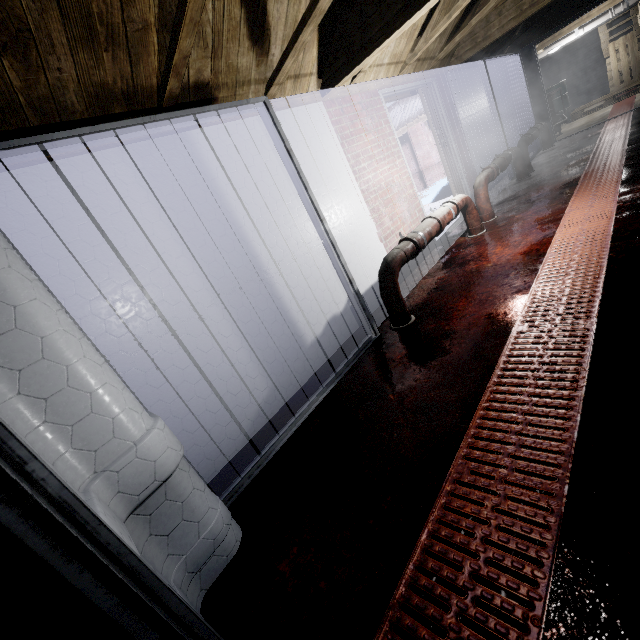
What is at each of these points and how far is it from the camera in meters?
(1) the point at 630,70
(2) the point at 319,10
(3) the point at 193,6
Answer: (1) pallet, 9.0
(2) beam, 2.0
(3) beam, 1.4

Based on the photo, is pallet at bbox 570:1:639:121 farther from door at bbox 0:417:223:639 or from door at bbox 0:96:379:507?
door at bbox 0:417:223:639

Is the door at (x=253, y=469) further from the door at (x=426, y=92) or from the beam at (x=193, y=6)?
the door at (x=426, y=92)

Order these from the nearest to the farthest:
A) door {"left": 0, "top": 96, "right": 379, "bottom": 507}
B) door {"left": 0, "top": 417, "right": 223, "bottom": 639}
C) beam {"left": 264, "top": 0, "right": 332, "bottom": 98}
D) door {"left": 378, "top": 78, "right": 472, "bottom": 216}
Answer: door {"left": 0, "top": 417, "right": 223, "bottom": 639}
door {"left": 0, "top": 96, "right": 379, "bottom": 507}
beam {"left": 264, "top": 0, "right": 332, "bottom": 98}
door {"left": 378, "top": 78, "right": 472, "bottom": 216}

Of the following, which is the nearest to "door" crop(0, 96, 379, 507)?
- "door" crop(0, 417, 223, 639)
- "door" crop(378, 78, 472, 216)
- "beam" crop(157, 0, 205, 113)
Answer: "beam" crop(157, 0, 205, 113)

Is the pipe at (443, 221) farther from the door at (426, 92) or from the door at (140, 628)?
the door at (140, 628)

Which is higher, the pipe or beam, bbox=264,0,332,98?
beam, bbox=264,0,332,98

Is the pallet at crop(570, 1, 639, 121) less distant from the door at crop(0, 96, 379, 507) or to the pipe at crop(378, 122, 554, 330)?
the pipe at crop(378, 122, 554, 330)
